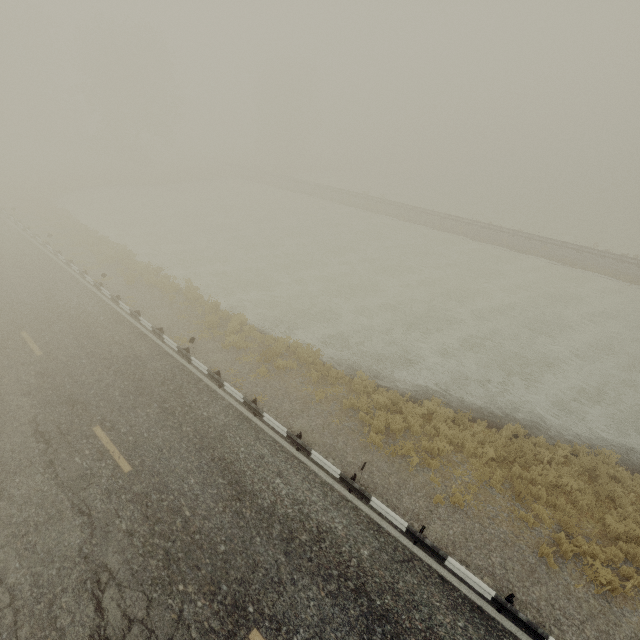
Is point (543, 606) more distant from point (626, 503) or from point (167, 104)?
point (167, 104)
